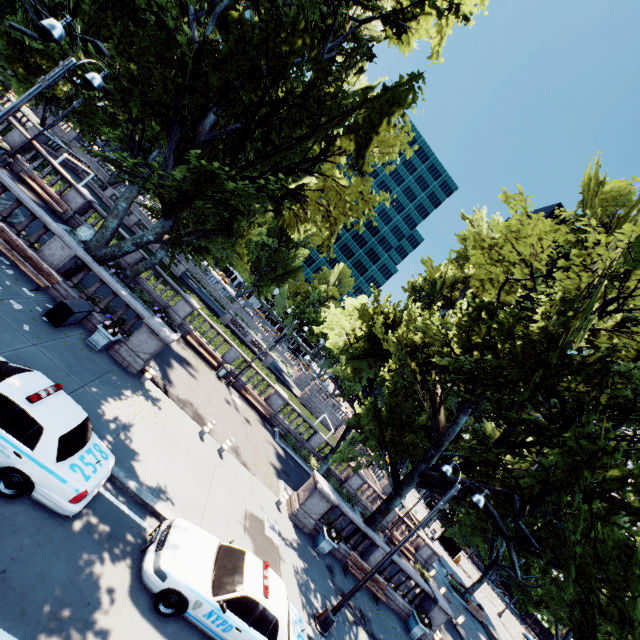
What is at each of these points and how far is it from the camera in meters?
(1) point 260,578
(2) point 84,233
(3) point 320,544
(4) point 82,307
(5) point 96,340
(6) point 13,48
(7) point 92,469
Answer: (1) vehicle, 8.5 m
(2) rock, 20.7 m
(3) planter, 15.3 m
(4) container, 12.5 m
(5) planter, 12.8 m
(6) tree, 22.0 m
(7) vehicle, 7.4 m

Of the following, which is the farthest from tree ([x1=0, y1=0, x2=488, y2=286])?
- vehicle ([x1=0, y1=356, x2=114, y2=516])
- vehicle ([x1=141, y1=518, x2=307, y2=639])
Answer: vehicle ([x1=141, y1=518, x2=307, y2=639])

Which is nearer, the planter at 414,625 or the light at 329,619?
the light at 329,619

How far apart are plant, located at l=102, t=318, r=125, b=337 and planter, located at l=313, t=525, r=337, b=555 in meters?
13.0

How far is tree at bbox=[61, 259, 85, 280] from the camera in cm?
1427

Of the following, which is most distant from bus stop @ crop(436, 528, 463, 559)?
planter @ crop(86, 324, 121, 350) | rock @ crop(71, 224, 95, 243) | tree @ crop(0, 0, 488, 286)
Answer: rock @ crop(71, 224, 95, 243)

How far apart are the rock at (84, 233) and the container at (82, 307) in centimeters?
992cm

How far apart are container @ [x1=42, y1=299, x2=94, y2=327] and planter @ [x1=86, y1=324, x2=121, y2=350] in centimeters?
68cm
